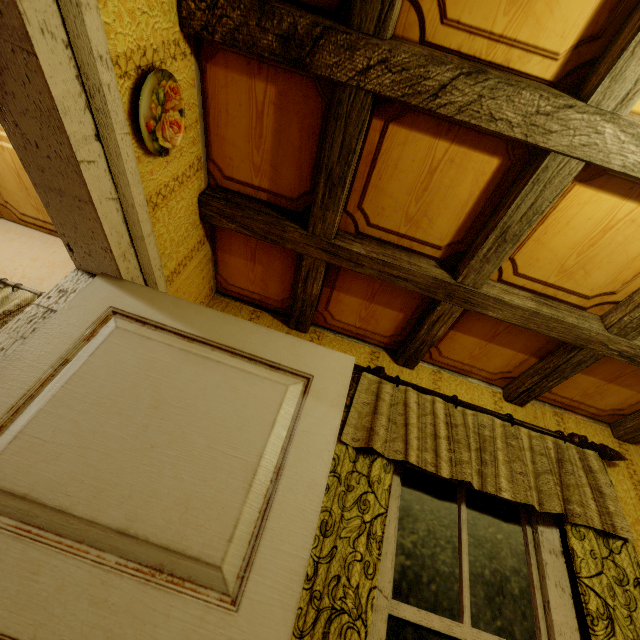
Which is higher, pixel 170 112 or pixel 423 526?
pixel 170 112

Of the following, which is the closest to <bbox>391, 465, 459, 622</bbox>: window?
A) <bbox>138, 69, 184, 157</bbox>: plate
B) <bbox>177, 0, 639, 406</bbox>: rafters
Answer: <bbox>177, 0, 639, 406</bbox>: rafters

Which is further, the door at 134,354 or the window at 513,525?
the window at 513,525

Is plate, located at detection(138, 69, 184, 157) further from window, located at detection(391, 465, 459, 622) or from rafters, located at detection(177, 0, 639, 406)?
window, located at detection(391, 465, 459, 622)

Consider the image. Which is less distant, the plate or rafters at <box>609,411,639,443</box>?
the plate

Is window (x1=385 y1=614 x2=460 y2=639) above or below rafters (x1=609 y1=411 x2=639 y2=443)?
below

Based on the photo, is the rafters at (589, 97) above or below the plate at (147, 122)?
above

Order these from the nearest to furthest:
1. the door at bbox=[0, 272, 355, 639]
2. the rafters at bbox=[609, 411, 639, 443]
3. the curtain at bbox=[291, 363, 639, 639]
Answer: the door at bbox=[0, 272, 355, 639] → the curtain at bbox=[291, 363, 639, 639] → the rafters at bbox=[609, 411, 639, 443]
